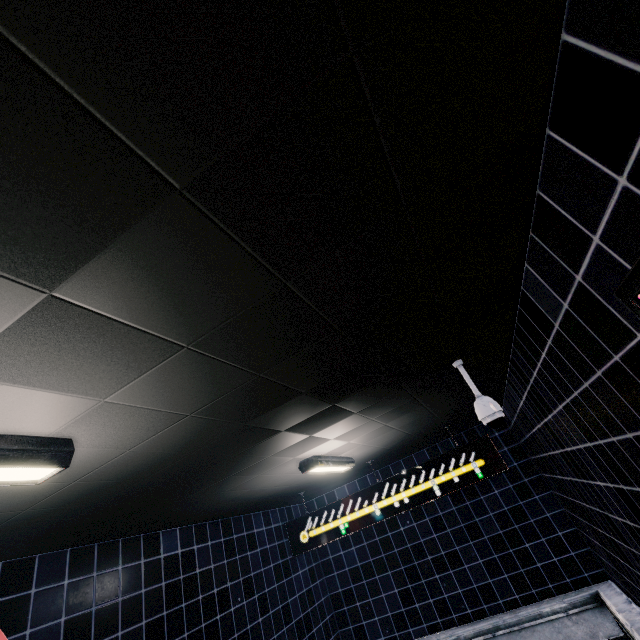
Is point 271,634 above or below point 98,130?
below
